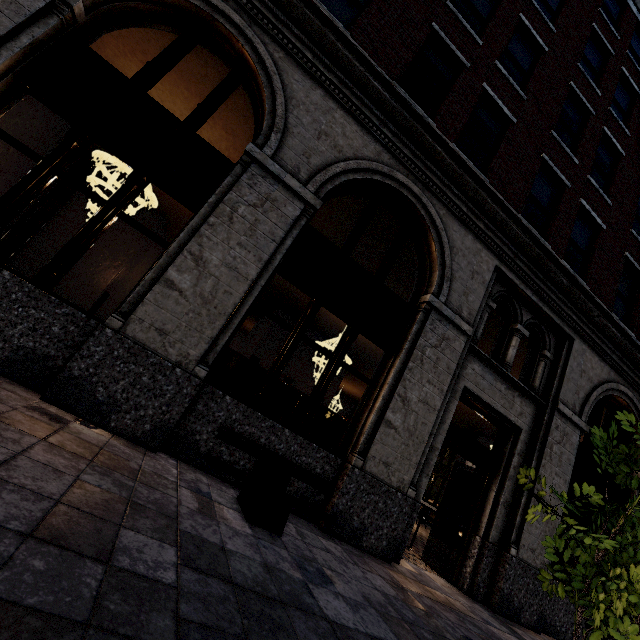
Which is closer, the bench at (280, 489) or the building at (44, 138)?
the bench at (280, 489)

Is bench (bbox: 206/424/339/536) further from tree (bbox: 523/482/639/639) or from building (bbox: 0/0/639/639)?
tree (bbox: 523/482/639/639)

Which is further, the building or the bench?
the building

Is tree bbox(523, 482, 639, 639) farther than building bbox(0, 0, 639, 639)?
No

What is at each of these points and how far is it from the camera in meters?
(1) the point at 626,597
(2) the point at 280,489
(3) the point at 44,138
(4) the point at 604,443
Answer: (1) tree, 2.9
(2) bench, 4.0
(3) building, 12.1
(4) tree, 3.8

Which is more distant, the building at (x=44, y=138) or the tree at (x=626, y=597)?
the building at (x=44, y=138)

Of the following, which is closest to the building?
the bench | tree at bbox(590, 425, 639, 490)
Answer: the bench
